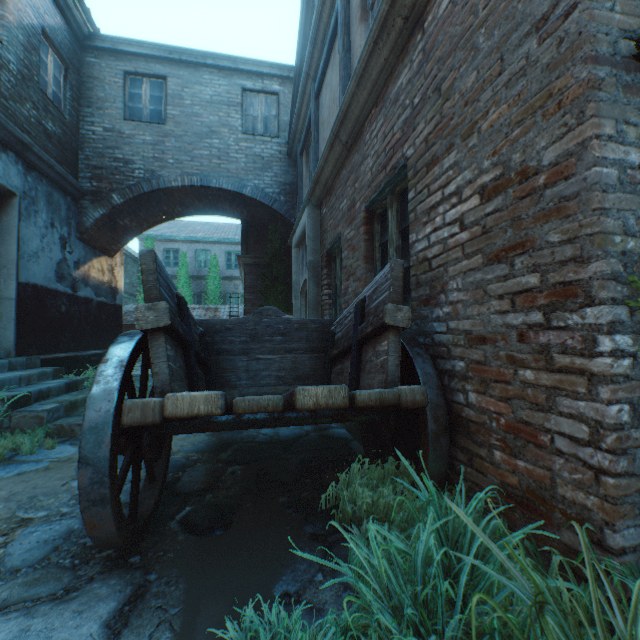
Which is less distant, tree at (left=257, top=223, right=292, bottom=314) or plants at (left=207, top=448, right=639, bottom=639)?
plants at (left=207, top=448, right=639, bottom=639)

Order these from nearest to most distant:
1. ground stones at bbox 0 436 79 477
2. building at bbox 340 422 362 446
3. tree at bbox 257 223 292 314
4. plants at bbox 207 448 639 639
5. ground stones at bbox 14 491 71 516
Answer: plants at bbox 207 448 639 639 → ground stones at bbox 14 491 71 516 → ground stones at bbox 0 436 79 477 → building at bbox 340 422 362 446 → tree at bbox 257 223 292 314

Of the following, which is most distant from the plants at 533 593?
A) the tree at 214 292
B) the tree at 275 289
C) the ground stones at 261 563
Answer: the tree at 214 292

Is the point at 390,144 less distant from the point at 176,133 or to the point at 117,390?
the point at 117,390

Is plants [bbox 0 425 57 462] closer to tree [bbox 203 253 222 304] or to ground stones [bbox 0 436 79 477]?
ground stones [bbox 0 436 79 477]

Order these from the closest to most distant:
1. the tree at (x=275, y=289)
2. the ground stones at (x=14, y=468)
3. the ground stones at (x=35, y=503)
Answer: the ground stones at (x=35, y=503) → the ground stones at (x=14, y=468) → the tree at (x=275, y=289)

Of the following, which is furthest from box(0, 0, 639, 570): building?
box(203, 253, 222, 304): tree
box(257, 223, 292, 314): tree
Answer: box(203, 253, 222, 304): tree

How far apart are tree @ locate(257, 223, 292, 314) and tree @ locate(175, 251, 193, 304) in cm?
1211
